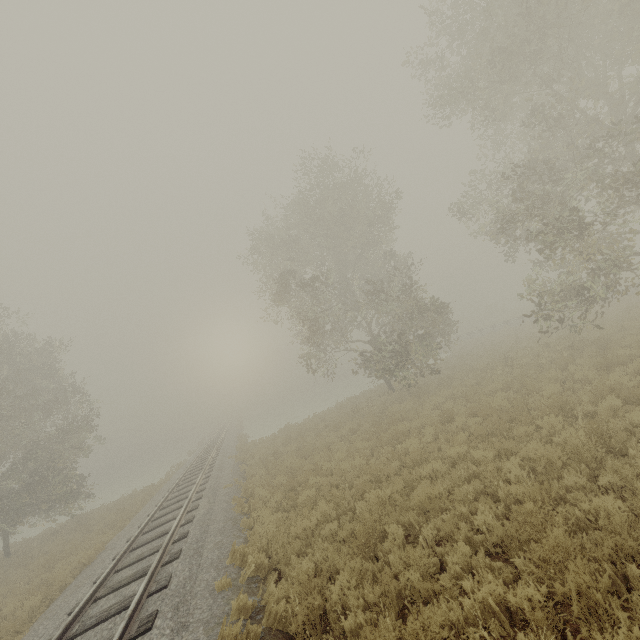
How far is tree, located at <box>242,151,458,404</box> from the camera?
18.7 meters

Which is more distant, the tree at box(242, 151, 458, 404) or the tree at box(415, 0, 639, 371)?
the tree at box(242, 151, 458, 404)

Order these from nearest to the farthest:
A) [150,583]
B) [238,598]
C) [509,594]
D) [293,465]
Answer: [509,594] → [238,598] → [150,583] → [293,465]

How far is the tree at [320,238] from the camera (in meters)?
18.72

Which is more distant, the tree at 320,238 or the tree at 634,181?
the tree at 320,238
